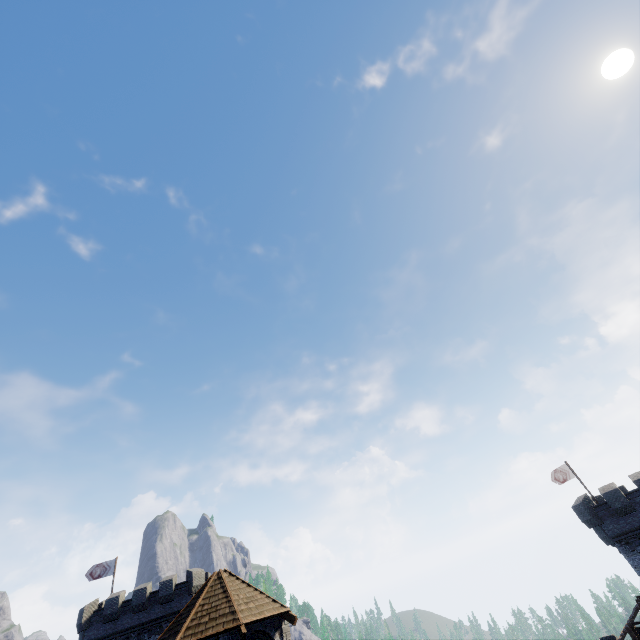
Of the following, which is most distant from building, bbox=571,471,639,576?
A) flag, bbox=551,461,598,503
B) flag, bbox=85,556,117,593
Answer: flag, bbox=85,556,117,593

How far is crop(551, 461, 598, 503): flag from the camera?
33.16m

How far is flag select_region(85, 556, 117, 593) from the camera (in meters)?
34.31

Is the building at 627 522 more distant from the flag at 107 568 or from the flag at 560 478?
the flag at 107 568

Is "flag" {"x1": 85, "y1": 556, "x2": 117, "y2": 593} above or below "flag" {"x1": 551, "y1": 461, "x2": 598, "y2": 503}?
above

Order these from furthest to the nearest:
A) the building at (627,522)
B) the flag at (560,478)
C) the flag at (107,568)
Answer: the flag at (107,568), the flag at (560,478), the building at (627,522)

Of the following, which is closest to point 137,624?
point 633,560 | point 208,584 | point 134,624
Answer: point 134,624

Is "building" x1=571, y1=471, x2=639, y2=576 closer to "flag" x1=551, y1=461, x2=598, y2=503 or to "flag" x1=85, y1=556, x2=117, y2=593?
"flag" x1=551, y1=461, x2=598, y2=503
